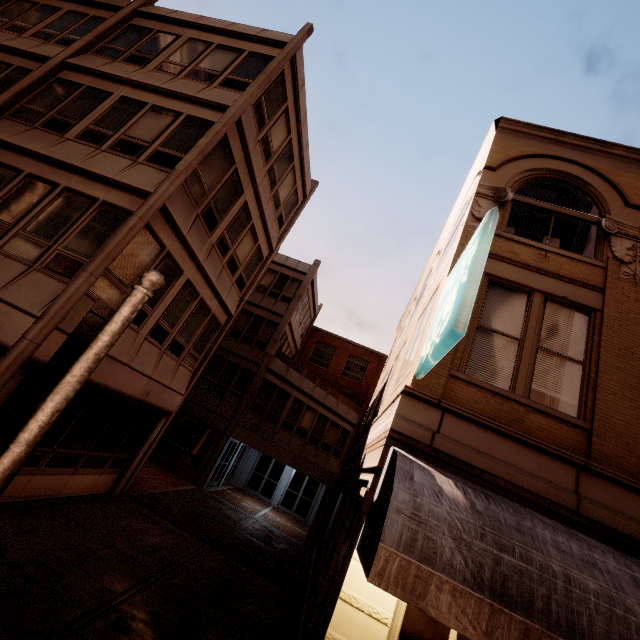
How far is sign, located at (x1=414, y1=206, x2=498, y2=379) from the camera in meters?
4.1 m

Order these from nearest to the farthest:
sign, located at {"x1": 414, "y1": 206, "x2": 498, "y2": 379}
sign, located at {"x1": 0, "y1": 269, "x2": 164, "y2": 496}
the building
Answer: sign, located at {"x1": 0, "y1": 269, "x2": 164, "y2": 496}
sign, located at {"x1": 414, "y1": 206, "x2": 498, "y2": 379}
the building

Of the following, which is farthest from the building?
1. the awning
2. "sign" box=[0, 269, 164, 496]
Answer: "sign" box=[0, 269, 164, 496]

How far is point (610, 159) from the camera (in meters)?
8.01

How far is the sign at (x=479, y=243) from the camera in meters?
4.1

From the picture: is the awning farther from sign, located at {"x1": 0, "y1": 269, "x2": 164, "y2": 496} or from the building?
sign, located at {"x1": 0, "y1": 269, "x2": 164, "y2": 496}

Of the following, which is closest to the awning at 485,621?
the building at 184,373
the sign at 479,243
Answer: the building at 184,373

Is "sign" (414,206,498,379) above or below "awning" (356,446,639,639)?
above
